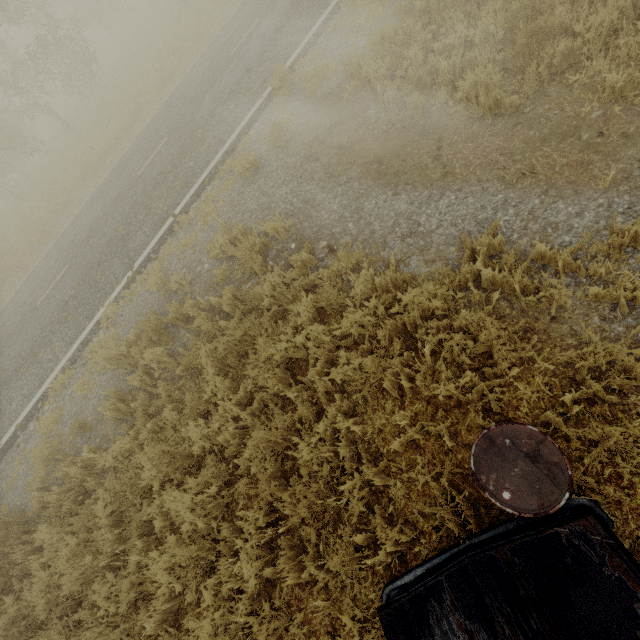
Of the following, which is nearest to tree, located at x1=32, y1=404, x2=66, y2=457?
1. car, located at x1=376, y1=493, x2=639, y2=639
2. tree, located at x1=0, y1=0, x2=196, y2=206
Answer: tree, located at x1=0, y1=0, x2=196, y2=206

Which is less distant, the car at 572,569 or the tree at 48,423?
the car at 572,569

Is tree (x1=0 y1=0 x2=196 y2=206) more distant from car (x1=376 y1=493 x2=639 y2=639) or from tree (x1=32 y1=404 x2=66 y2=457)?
car (x1=376 y1=493 x2=639 y2=639)

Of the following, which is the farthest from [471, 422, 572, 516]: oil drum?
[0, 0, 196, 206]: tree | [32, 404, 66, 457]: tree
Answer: [0, 0, 196, 206]: tree

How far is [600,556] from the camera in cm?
182

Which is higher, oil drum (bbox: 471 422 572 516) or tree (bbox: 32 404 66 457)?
oil drum (bbox: 471 422 572 516)

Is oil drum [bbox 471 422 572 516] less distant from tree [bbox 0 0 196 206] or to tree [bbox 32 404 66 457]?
tree [bbox 32 404 66 457]

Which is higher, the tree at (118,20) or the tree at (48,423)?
the tree at (118,20)
